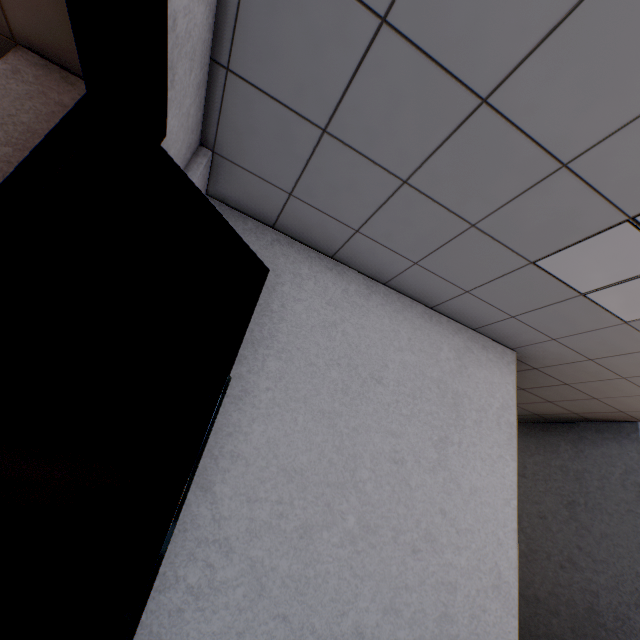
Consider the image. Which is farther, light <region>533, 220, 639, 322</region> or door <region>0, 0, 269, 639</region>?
light <region>533, 220, 639, 322</region>

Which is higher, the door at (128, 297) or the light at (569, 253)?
the light at (569, 253)

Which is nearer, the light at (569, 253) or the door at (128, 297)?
the door at (128, 297)

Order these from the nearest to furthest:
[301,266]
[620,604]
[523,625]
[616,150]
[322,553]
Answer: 1. [616,150]
2. [322,553]
3. [301,266]
4. [620,604]
5. [523,625]

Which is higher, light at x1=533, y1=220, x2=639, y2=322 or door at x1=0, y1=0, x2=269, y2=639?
light at x1=533, y1=220, x2=639, y2=322
